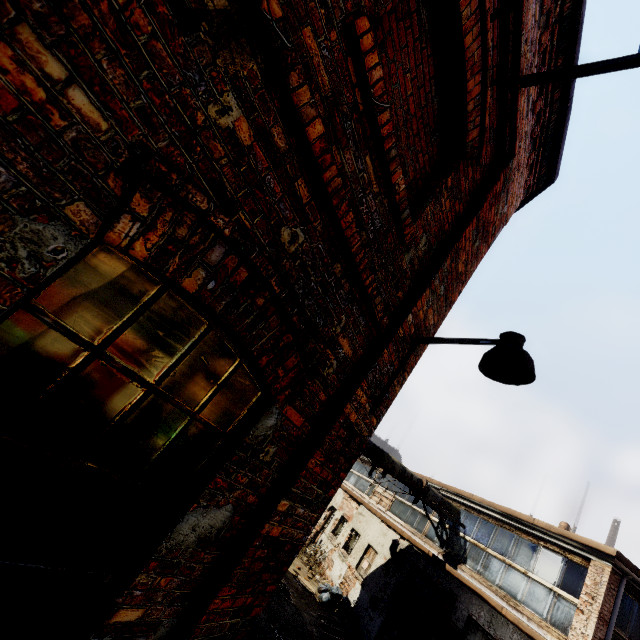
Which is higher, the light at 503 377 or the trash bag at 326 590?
the light at 503 377

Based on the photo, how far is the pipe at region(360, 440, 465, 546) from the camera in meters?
11.2

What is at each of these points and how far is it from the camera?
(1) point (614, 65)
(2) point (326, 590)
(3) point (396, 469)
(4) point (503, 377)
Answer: (1) scaffolding, 2.5 meters
(2) trash bag, 13.2 meters
(3) pipe, 11.5 meters
(4) light, 2.9 meters

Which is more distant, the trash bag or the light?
the trash bag

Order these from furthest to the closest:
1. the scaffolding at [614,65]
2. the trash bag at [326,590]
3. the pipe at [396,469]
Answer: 1. the trash bag at [326,590]
2. the pipe at [396,469]
3. the scaffolding at [614,65]

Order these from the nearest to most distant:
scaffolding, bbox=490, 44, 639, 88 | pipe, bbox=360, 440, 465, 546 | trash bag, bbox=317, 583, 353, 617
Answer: scaffolding, bbox=490, 44, 639, 88, pipe, bbox=360, 440, 465, 546, trash bag, bbox=317, 583, 353, 617

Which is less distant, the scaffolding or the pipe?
the scaffolding

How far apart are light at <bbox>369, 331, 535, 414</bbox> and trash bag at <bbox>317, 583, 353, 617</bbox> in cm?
1343
